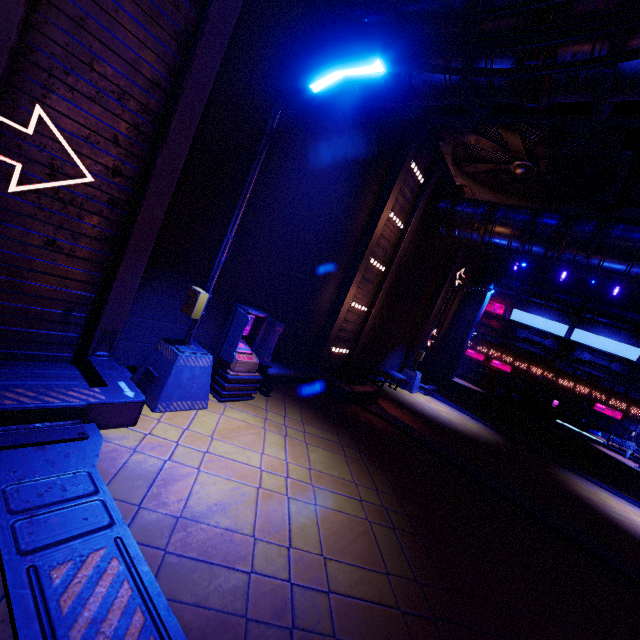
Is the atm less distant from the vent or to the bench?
the bench

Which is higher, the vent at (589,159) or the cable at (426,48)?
the vent at (589,159)

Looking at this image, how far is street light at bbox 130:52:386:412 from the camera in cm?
466

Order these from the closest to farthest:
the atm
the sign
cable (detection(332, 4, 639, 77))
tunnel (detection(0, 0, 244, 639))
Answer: tunnel (detection(0, 0, 244, 639)) → cable (detection(332, 4, 639, 77)) → the atm → the sign

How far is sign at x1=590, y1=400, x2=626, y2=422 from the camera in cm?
3602

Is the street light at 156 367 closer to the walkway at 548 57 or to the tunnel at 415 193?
the walkway at 548 57

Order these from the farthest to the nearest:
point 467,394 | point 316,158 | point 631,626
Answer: point 467,394, point 316,158, point 631,626

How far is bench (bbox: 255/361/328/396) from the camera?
7.8 meters
